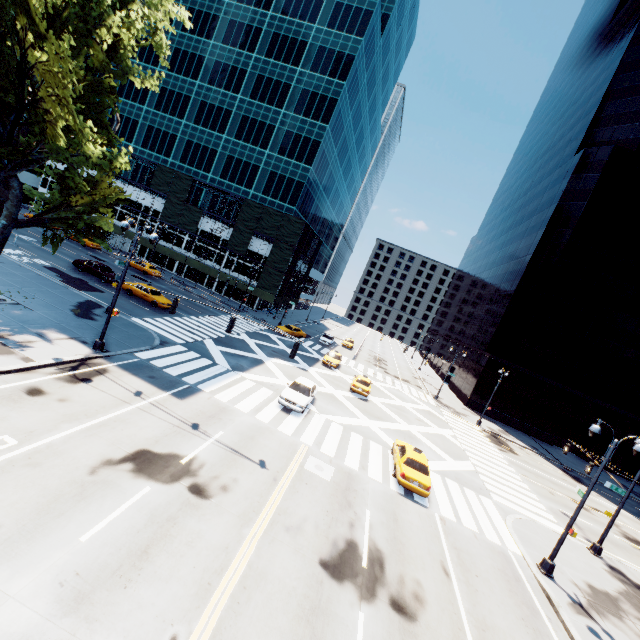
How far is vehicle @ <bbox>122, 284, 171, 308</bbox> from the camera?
30.80m

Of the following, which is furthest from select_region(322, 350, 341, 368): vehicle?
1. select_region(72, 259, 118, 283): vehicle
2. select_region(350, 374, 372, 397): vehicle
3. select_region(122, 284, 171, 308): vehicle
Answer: select_region(72, 259, 118, 283): vehicle

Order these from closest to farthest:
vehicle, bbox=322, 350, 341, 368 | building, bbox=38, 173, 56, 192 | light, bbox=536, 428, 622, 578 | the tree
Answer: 1. the tree
2. light, bbox=536, 428, 622, 578
3. vehicle, bbox=322, 350, 341, 368
4. building, bbox=38, 173, 56, 192

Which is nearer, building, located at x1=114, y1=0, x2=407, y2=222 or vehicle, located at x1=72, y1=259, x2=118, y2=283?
vehicle, located at x1=72, y1=259, x2=118, y2=283

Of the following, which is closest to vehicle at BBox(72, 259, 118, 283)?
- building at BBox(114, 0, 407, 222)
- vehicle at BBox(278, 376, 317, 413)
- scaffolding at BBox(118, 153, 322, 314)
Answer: scaffolding at BBox(118, 153, 322, 314)

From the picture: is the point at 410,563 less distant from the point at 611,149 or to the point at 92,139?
the point at 92,139

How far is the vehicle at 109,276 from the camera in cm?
3180

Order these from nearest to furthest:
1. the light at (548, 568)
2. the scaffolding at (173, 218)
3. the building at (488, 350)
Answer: the light at (548, 568), the building at (488, 350), the scaffolding at (173, 218)
